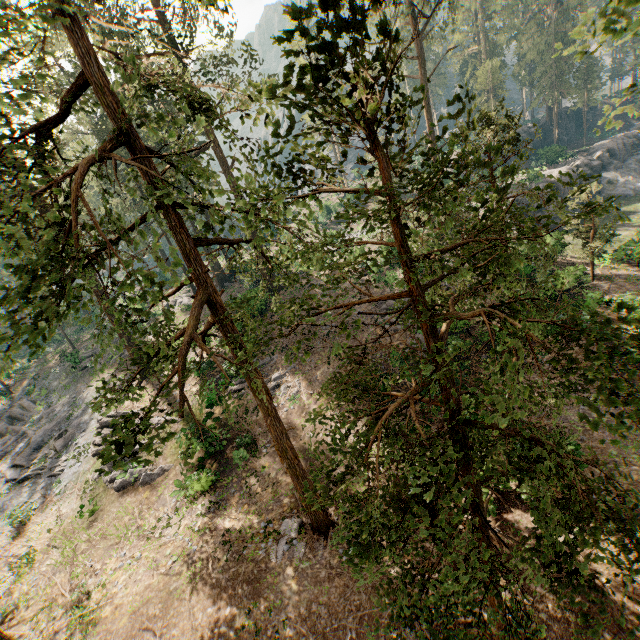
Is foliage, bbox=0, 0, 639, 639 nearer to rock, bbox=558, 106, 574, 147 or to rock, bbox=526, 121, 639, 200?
rock, bbox=558, 106, 574, 147

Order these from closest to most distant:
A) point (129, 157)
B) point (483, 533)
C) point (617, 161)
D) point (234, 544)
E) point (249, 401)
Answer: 1. point (483, 533)
2. point (234, 544)
3. point (249, 401)
4. point (129, 157)
5. point (617, 161)

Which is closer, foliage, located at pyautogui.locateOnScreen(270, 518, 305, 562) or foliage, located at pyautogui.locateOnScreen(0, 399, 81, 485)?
foliage, located at pyautogui.locateOnScreen(270, 518, 305, 562)

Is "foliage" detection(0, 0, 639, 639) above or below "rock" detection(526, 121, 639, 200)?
above

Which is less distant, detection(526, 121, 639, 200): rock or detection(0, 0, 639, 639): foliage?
detection(0, 0, 639, 639): foliage

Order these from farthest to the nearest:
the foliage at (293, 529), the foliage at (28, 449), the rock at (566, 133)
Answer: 1. the rock at (566, 133)
2. the foliage at (28, 449)
3. the foliage at (293, 529)

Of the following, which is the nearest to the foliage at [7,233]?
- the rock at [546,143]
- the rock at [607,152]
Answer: the rock at [546,143]
